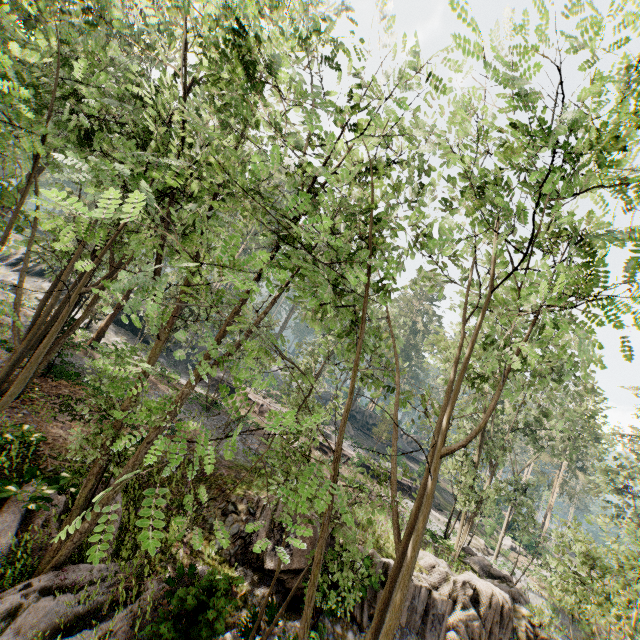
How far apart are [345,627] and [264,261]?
14.0 meters

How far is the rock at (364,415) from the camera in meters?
51.1 m

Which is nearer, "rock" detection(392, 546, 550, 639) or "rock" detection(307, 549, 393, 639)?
"rock" detection(307, 549, 393, 639)

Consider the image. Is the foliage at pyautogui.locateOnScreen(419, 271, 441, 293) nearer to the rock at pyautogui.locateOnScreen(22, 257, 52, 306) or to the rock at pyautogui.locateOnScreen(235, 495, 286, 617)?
the rock at pyautogui.locateOnScreen(235, 495, 286, 617)

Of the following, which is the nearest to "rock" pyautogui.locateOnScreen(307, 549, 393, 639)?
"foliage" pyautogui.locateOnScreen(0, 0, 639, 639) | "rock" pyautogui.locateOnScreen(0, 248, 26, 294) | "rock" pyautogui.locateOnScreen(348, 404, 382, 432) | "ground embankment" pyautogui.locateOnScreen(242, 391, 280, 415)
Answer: "foliage" pyautogui.locateOnScreen(0, 0, 639, 639)

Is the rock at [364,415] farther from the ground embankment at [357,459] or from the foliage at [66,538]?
the ground embankment at [357,459]
